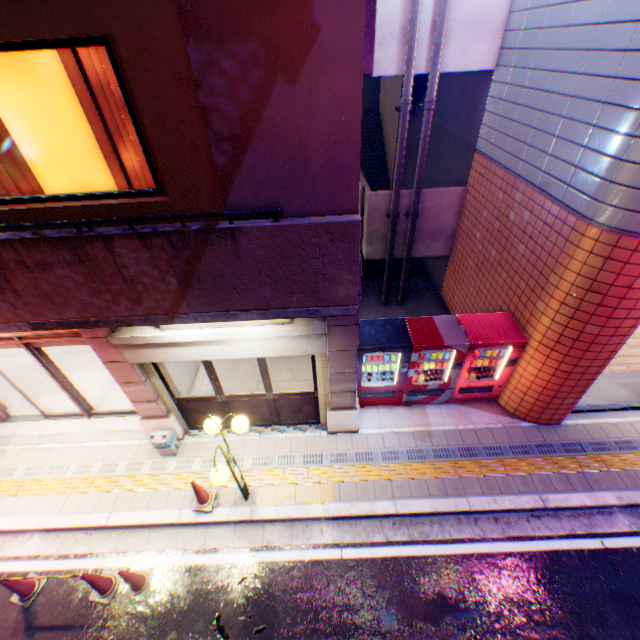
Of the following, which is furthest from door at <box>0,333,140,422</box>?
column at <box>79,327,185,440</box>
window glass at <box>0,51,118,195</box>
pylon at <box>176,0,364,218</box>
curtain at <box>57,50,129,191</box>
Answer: pylon at <box>176,0,364,218</box>

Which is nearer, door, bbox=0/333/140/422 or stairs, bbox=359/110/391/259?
door, bbox=0/333/140/422

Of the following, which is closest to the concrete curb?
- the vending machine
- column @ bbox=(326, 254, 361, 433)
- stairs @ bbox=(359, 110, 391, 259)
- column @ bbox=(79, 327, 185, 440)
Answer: column @ bbox=(79, 327, 185, 440)

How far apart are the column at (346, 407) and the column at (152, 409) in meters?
3.2 m

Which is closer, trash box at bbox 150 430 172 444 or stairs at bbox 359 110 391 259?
trash box at bbox 150 430 172 444

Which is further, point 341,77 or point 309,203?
point 309,203

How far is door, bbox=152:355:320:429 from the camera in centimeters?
629cm

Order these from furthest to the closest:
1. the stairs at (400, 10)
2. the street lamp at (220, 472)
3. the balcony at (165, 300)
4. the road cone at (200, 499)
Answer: the stairs at (400, 10), the road cone at (200, 499), the street lamp at (220, 472), the balcony at (165, 300)
